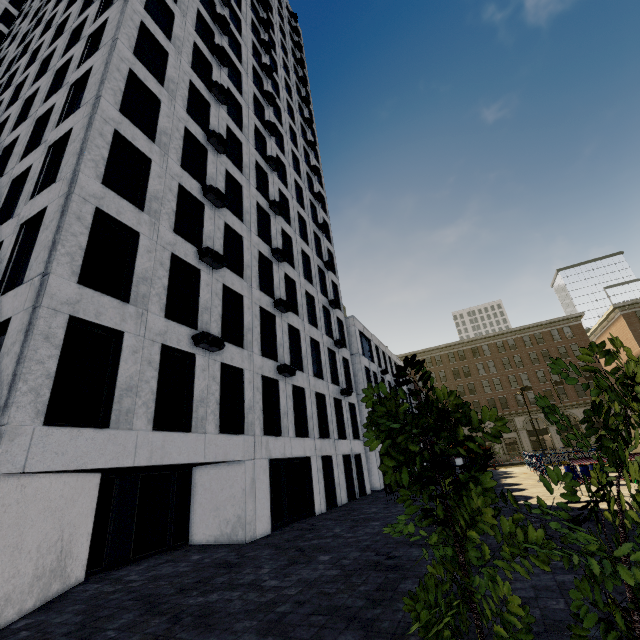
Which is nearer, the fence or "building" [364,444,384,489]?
the fence

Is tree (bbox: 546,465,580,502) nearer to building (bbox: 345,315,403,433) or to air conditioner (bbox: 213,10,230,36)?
building (bbox: 345,315,403,433)

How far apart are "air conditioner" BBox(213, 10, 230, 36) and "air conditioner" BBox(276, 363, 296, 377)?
23.96m

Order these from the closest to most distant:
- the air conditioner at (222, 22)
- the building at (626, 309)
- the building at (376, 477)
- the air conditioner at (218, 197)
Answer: the air conditioner at (218, 197) → the air conditioner at (222, 22) → the building at (376, 477) → the building at (626, 309)

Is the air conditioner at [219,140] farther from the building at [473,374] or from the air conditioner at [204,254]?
the building at [473,374]

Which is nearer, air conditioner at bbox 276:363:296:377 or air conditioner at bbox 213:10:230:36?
air conditioner at bbox 276:363:296:377

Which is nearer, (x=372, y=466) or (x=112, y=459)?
(x=112, y=459)

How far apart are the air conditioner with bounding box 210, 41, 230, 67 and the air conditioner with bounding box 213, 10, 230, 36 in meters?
3.4
